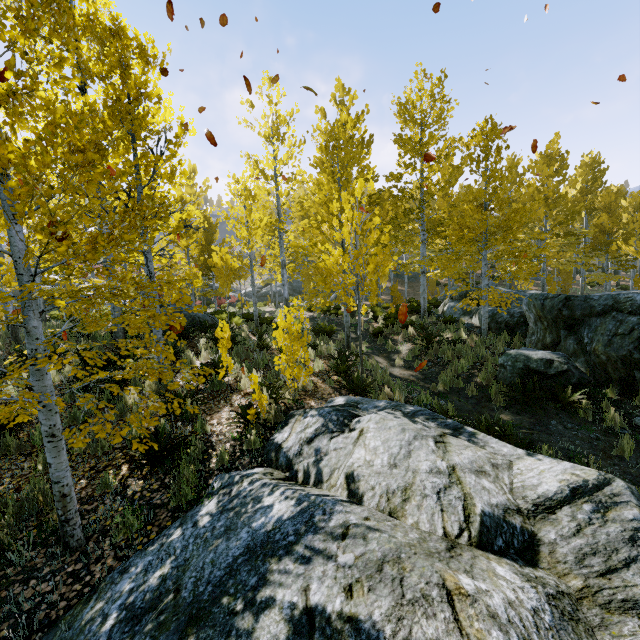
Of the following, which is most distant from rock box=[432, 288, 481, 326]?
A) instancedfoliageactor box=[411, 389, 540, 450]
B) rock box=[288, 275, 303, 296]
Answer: rock box=[288, 275, 303, 296]

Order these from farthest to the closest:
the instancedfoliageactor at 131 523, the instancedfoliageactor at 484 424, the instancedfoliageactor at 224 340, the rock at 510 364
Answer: the rock at 510 364
the instancedfoliageactor at 484 424
the instancedfoliageactor at 131 523
the instancedfoliageactor at 224 340

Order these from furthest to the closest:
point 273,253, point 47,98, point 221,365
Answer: point 273,253 < point 47,98 < point 221,365

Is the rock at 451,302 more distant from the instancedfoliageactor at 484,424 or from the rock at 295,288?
the rock at 295,288

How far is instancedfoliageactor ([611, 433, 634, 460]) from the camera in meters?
5.5 m

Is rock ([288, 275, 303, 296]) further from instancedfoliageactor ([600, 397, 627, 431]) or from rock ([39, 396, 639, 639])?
rock ([39, 396, 639, 639])
